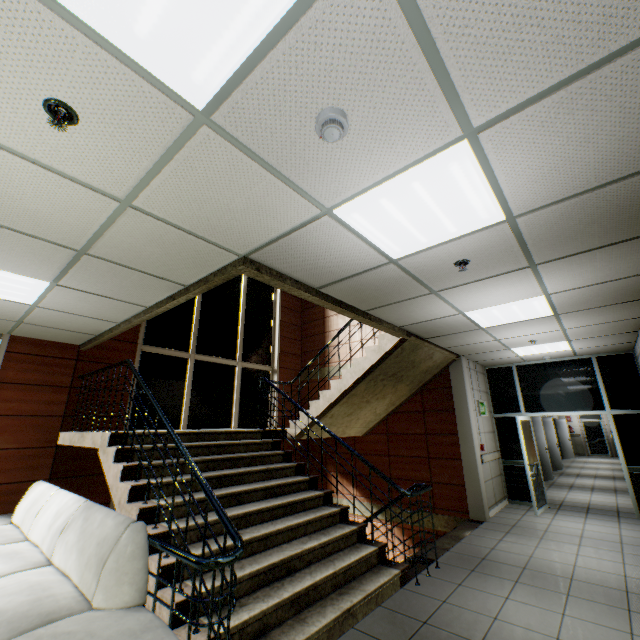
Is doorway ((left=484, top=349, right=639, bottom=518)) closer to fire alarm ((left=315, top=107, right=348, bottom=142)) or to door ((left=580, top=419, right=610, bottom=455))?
fire alarm ((left=315, top=107, right=348, bottom=142))

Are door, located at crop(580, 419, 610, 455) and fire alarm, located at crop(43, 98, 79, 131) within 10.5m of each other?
no

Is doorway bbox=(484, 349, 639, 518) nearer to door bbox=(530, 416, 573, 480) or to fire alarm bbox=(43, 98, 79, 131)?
door bbox=(530, 416, 573, 480)

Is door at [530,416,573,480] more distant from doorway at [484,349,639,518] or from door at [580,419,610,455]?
door at [580,419,610,455]

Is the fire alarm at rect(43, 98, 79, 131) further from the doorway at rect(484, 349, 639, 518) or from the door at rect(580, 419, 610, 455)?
the door at rect(580, 419, 610, 455)

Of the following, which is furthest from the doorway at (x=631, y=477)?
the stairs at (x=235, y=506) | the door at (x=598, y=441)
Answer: the door at (x=598, y=441)

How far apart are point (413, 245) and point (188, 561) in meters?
2.9

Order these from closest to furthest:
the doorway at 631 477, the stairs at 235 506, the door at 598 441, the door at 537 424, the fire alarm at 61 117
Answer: the fire alarm at 61 117
the stairs at 235 506
the doorway at 631 477
the door at 537 424
the door at 598 441
